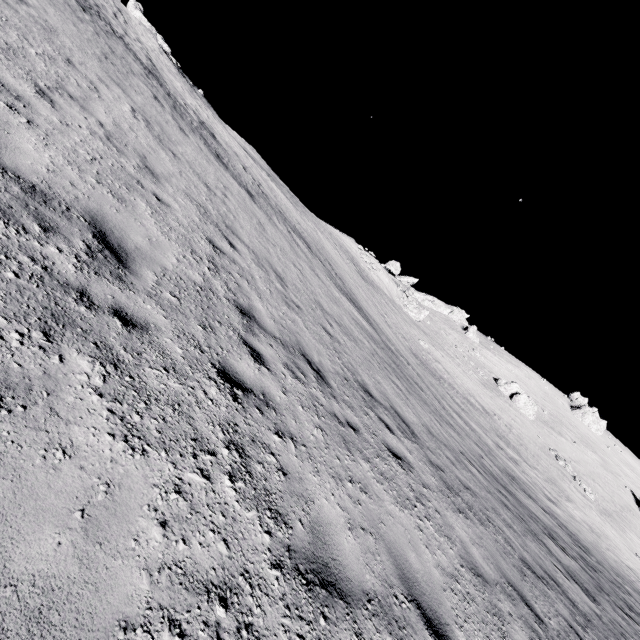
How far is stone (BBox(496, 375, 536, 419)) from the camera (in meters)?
49.38

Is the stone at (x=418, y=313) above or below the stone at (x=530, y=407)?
below

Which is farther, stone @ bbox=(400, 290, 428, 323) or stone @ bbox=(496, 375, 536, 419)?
stone @ bbox=(400, 290, 428, 323)

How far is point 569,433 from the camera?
55.6m

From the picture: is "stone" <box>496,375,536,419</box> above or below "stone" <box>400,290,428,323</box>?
above

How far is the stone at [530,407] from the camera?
49.38m

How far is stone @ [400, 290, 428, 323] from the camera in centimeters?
5100cm
